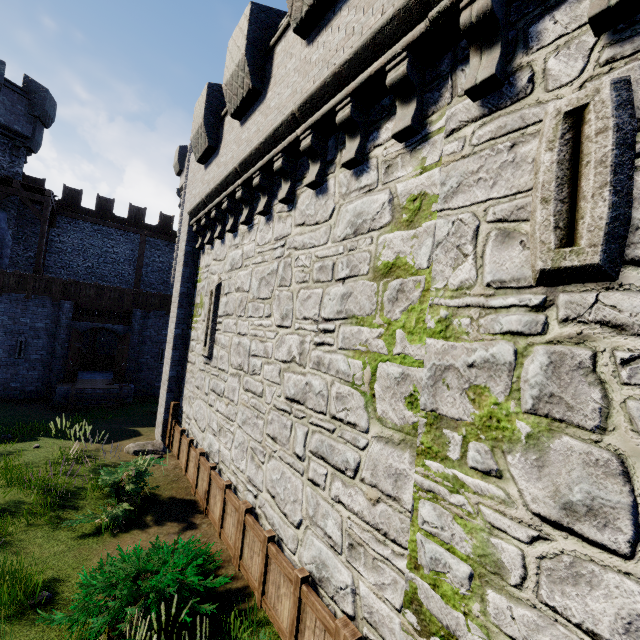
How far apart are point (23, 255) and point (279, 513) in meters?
24.2

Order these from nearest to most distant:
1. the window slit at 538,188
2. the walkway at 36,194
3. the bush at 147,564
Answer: the window slit at 538,188, the bush at 147,564, the walkway at 36,194

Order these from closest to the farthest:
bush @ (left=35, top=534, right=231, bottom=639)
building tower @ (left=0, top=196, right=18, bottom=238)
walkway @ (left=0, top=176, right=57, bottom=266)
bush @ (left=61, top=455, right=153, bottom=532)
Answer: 1. bush @ (left=35, top=534, right=231, bottom=639)
2. bush @ (left=61, top=455, right=153, bottom=532)
3. walkway @ (left=0, top=176, right=57, bottom=266)
4. building tower @ (left=0, top=196, right=18, bottom=238)

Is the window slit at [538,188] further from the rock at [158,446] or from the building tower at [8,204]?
the building tower at [8,204]

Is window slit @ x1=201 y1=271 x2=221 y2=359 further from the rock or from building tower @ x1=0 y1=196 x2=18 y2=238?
building tower @ x1=0 y1=196 x2=18 y2=238

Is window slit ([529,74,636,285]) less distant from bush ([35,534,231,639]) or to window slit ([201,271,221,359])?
bush ([35,534,231,639])

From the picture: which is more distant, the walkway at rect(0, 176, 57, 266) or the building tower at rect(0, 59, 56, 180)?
the building tower at rect(0, 59, 56, 180)
